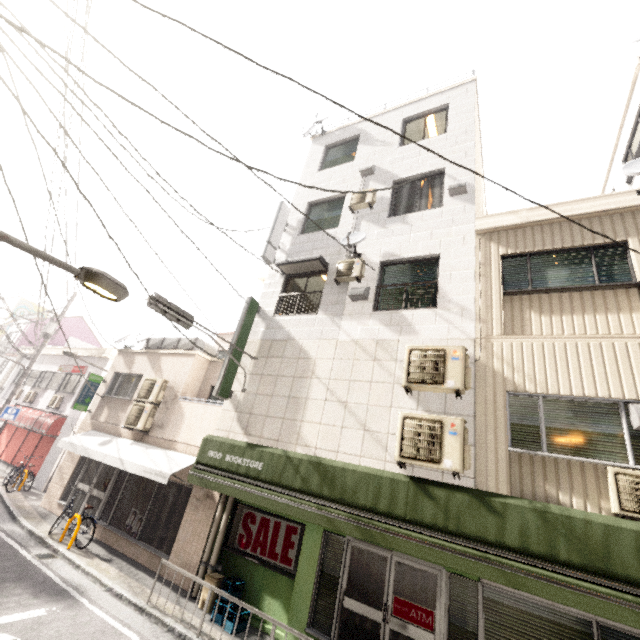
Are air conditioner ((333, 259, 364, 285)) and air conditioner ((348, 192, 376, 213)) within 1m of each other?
no

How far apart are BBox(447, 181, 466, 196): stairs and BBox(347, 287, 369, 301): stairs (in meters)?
3.19

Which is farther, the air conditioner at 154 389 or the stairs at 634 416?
the air conditioner at 154 389

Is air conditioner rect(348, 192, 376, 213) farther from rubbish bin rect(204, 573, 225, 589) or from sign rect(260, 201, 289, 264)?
rubbish bin rect(204, 573, 225, 589)

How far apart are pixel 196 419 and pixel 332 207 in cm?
802

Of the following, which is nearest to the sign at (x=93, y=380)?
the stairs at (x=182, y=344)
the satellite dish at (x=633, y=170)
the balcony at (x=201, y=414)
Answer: the stairs at (x=182, y=344)

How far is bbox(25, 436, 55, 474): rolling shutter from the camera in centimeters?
1438cm

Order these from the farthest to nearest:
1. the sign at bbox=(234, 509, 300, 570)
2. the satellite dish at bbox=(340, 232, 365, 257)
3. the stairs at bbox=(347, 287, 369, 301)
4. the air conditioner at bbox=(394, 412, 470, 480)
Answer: the satellite dish at bbox=(340, 232, 365, 257), the stairs at bbox=(347, 287, 369, 301), the sign at bbox=(234, 509, 300, 570), the air conditioner at bbox=(394, 412, 470, 480)
